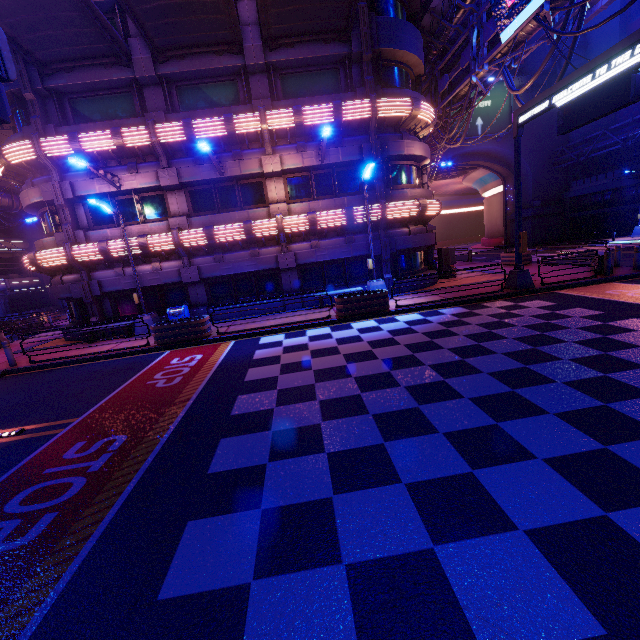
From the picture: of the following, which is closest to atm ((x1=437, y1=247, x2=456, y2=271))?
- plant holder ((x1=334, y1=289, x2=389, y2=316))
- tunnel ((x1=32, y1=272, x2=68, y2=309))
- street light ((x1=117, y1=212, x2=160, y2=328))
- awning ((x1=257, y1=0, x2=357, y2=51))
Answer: plant holder ((x1=334, y1=289, x2=389, y2=316))

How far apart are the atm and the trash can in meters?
15.1

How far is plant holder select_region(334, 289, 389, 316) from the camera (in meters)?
13.30

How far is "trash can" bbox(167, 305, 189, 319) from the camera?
15.50m

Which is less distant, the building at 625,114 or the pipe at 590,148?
the pipe at 590,148

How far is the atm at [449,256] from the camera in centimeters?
2014cm

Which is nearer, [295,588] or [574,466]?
[295,588]

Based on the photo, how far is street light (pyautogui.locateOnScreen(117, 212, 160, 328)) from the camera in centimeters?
1485cm
